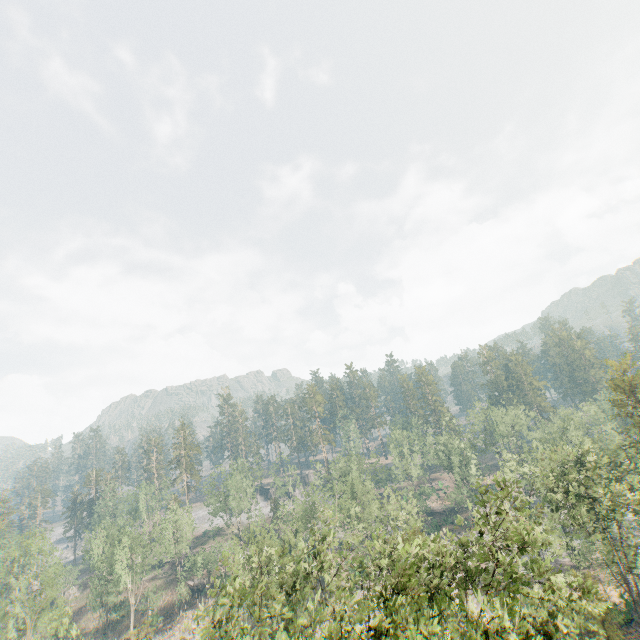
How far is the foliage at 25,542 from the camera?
42.6m

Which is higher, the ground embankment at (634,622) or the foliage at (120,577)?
the foliage at (120,577)

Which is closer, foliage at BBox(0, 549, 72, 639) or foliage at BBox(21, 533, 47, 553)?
Result: foliage at BBox(0, 549, 72, 639)

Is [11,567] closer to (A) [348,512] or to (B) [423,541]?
(A) [348,512]

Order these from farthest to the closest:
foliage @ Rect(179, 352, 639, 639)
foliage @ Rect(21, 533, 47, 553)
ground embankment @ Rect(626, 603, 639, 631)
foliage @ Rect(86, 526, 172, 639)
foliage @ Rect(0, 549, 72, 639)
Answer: foliage @ Rect(86, 526, 172, 639), foliage @ Rect(21, 533, 47, 553), ground embankment @ Rect(626, 603, 639, 631), foliage @ Rect(0, 549, 72, 639), foliage @ Rect(179, 352, 639, 639)

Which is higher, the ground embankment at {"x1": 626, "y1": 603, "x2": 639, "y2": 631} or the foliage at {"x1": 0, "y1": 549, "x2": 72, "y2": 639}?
the foliage at {"x1": 0, "y1": 549, "x2": 72, "y2": 639}

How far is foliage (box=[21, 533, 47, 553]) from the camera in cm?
4260
